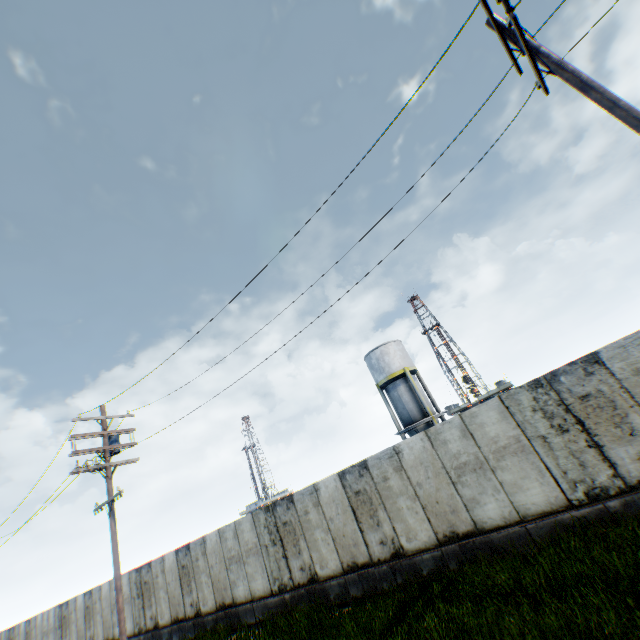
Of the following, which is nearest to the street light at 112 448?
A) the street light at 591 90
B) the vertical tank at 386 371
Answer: the street light at 591 90

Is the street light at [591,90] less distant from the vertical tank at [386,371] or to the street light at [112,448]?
the street light at [112,448]

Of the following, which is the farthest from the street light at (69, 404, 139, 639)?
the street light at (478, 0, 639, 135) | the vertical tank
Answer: the vertical tank

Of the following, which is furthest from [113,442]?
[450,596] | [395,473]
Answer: [450,596]

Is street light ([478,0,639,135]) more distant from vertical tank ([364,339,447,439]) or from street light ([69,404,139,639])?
vertical tank ([364,339,447,439])

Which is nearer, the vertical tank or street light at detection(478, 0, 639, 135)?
street light at detection(478, 0, 639, 135)

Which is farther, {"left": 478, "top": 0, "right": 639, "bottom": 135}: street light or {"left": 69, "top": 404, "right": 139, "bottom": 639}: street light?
{"left": 69, "top": 404, "right": 139, "bottom": 639}: street light
